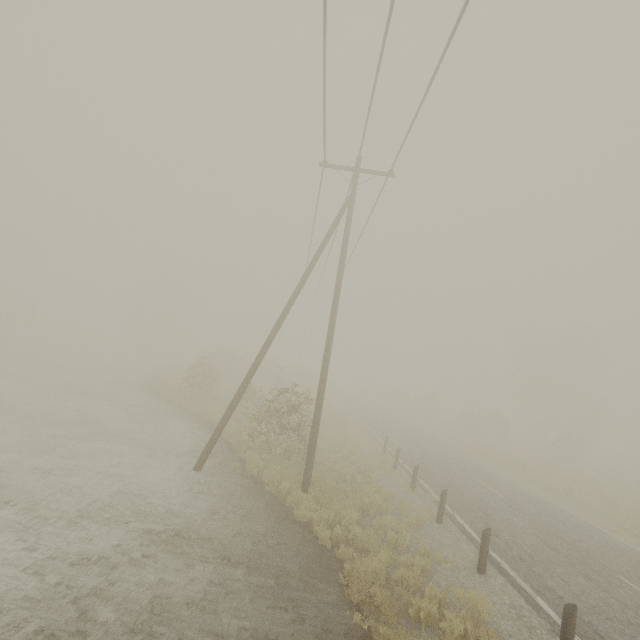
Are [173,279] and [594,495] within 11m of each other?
no

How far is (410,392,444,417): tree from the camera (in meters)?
50.34

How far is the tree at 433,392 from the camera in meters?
50.3

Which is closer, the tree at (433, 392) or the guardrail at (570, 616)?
the guardrail at (570, 616)

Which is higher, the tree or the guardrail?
the tree

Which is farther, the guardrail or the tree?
the tree
